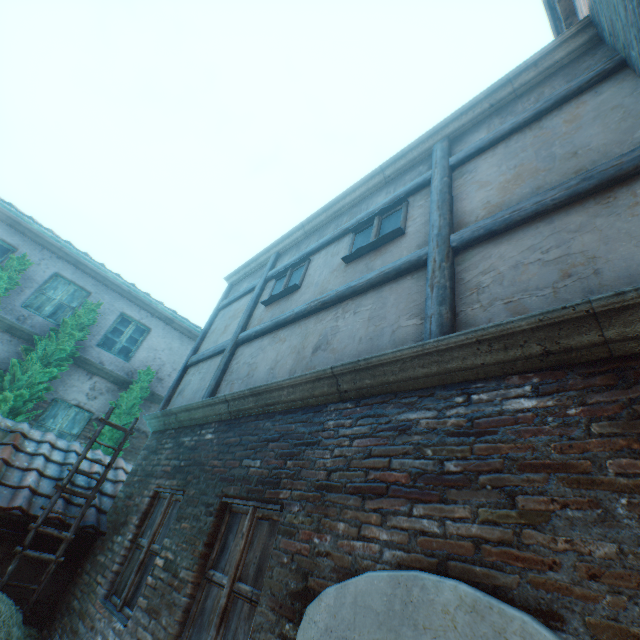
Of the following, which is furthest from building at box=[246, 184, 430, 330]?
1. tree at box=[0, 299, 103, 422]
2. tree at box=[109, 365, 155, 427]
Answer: tree at box=[0, 299, 103, 422]

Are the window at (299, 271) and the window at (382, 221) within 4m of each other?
yes

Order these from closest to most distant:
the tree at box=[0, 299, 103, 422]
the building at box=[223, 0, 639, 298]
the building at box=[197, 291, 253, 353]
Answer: the building at box=[223, 0, 639, 298], the building at box=[197, 291, 253, 353], the tree at box=[0, 299, 103, 422]

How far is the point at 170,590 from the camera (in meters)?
3.21

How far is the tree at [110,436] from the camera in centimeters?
816cm

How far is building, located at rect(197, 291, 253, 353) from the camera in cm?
666

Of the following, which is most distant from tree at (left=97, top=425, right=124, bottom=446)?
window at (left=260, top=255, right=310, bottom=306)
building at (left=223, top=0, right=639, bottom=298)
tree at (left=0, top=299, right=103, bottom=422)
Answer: window at (left=260, top=255, right=310, bottom=306)

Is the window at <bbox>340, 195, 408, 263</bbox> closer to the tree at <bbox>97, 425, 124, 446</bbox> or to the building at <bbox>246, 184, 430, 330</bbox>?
the building at <bbox>246, 184, 430, 330</bbox>
